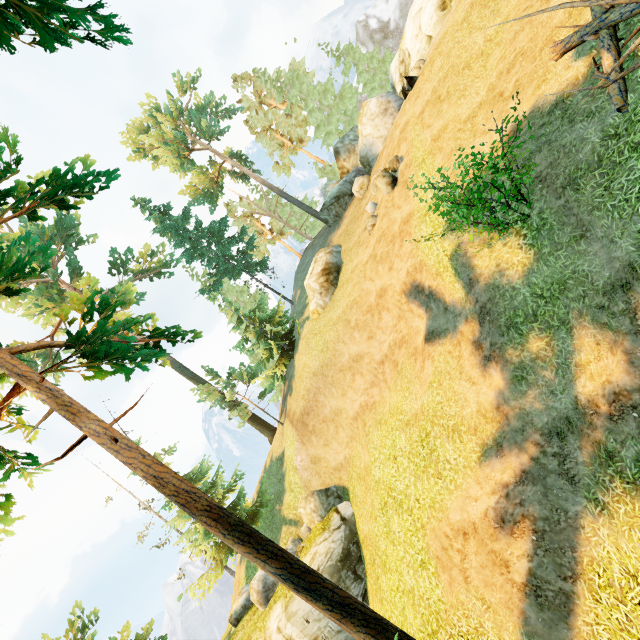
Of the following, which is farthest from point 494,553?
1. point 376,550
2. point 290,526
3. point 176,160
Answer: point 176,160

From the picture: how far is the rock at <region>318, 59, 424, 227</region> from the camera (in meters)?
Result: 21.97

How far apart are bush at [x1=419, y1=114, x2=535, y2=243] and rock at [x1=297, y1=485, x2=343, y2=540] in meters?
15.8 m

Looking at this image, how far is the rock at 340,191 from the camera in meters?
22.0 m

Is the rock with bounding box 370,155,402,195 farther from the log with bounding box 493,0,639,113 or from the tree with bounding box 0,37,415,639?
the tree with bounding box 0,37,415,639

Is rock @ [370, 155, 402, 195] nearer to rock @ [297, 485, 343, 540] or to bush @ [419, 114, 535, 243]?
bush @ [419, 114, 535, 243]

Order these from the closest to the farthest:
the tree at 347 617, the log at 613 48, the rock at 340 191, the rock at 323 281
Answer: the log at 613 48 → the tree at 347 617 → the rock at 323 281 → the rock at 340 191

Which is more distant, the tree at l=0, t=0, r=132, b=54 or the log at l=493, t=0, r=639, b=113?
the log at l=493, t=0, r=639, b=113
